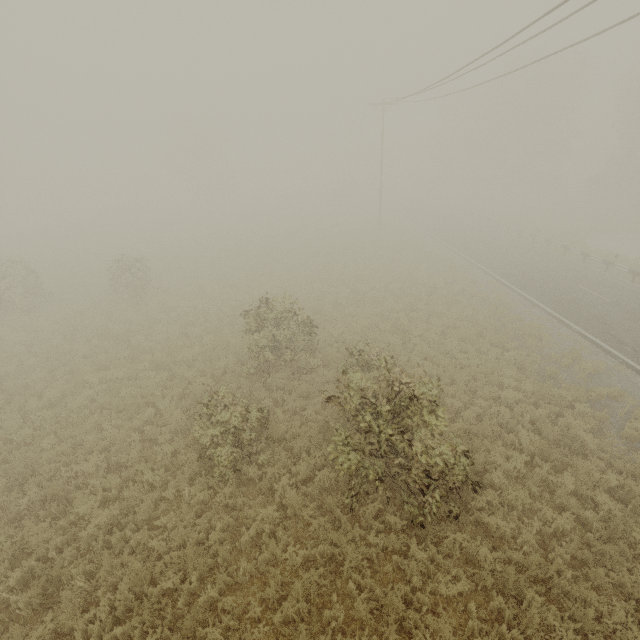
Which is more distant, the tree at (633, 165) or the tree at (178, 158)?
the tree at (178, 158)

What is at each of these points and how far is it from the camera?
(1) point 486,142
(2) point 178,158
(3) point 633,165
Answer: (1) tree, 45.8 meters
(2) tree, 54.8 meters
(3) tree, 34.4 meters

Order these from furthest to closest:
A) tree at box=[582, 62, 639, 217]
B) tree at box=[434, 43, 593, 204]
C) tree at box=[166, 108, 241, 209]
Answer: tree at box=[166, 108, 241, 209], tree at box=[434, 43, 593, 204], tree at box=[582, 62, 639, 217]

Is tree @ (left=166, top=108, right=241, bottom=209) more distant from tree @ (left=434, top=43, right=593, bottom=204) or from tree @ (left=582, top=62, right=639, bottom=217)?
tree @ (left=582, top=62, right=639, bottom=217)

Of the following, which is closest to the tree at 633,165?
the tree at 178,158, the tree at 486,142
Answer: the tree at 486,142

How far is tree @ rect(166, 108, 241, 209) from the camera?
50.8m
